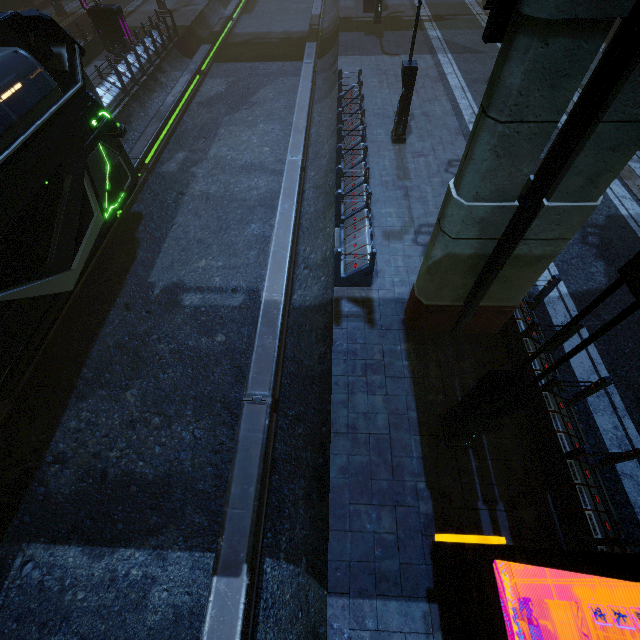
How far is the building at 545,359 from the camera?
6.3m

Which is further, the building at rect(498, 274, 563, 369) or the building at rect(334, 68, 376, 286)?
the building at rect(334, 68, 376, 286)

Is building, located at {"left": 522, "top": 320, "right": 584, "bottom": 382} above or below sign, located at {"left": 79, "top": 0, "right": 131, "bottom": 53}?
below

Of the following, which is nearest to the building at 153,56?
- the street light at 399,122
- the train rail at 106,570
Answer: the train rail at 106,570

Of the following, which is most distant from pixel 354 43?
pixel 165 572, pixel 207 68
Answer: pixel 165 572

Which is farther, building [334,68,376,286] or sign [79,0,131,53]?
sign [79,0,131,53]

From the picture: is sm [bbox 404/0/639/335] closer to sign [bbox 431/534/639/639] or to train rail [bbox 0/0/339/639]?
train rail [bbox 0/0/339/639]
